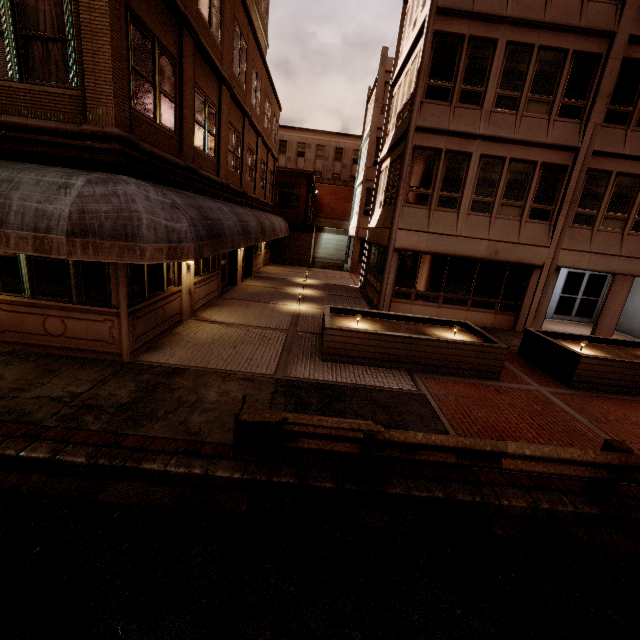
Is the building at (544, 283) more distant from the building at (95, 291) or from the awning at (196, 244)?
the building at (95, 291)

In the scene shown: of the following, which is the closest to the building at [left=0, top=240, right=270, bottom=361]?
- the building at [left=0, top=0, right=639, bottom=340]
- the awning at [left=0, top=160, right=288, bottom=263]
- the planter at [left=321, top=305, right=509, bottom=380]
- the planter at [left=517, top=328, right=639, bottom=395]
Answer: the awning at [left=0, top=160, right=288, bottom=263]

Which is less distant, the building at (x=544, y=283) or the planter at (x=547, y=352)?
the building at (x=544, y=283)

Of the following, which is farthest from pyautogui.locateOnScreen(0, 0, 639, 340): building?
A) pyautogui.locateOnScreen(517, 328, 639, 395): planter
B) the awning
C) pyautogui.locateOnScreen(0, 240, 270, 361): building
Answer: pyautogui.locateOnScreen(0, 240, 270, 361): building

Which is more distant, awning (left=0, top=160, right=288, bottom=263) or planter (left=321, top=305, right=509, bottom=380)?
planter (left=321, top=305, right=509, bottom=380)

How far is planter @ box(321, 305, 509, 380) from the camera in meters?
8.6 m

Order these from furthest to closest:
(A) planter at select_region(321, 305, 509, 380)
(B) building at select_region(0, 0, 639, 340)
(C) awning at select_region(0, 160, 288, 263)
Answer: (A) planter at select_region(321, 305, 509, 380), (B) building at select_region(0, 0, 639, 340), (C) awning at select_region(0, 160, 288, 263)

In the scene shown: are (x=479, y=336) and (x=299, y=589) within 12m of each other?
yes
